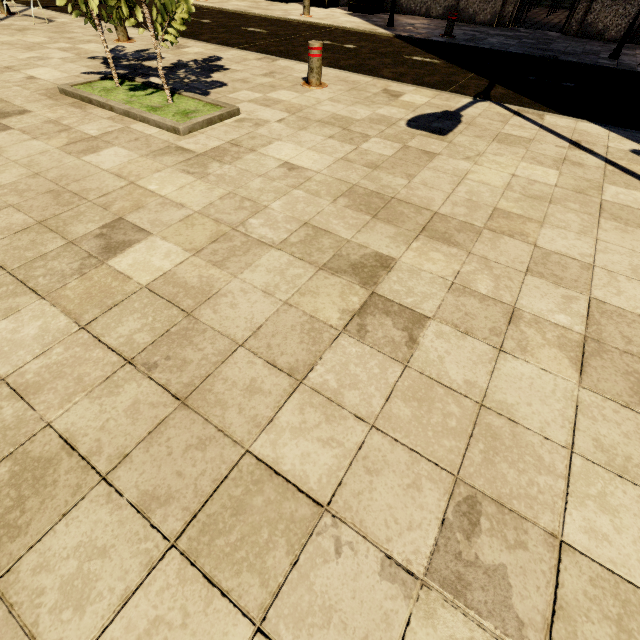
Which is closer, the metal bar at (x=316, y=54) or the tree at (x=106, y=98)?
the tree at (x=106, y=98)

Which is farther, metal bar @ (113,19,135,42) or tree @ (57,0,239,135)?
metal bar @ (113,19,135,42)

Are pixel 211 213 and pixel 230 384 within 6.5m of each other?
yes

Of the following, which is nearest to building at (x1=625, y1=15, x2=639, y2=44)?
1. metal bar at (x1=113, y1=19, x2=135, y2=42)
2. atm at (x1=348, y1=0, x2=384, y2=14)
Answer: atm at (x1=348, y1=0, x2=384, y2=14)

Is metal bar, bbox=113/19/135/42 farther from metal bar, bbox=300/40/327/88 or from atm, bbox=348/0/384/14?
atm, bbox=348/0/384/14

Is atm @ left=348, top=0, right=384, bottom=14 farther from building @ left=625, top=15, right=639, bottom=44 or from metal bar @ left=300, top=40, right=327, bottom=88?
metal bar @ left=300, top=40, right=327, bottom=88

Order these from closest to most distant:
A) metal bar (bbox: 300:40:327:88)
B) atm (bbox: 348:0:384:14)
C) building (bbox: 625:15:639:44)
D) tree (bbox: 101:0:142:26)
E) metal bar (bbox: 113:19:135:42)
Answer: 1. tree (bbox: 101:0:142:26)
2. metal bar (bbox: 300:40:327:88)
3. metal bar (bbox: 113:19:135:42)
4. building (bbox: 625:15:639:44)
5. atm (bbox: 348:0:384:14)

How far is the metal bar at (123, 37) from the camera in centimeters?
679cm
